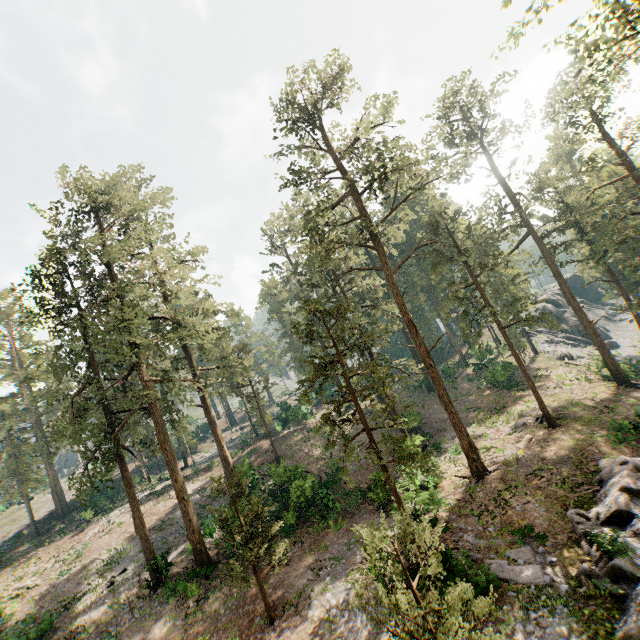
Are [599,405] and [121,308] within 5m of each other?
no

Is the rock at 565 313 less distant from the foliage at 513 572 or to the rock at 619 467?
the foliage at 513 572

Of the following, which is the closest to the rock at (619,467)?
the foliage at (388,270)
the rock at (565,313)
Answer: the foliage at (388,270)

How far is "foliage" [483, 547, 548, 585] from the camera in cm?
1248

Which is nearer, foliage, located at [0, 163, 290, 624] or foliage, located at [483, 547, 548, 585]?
foliage, located at [483, 547, 548, 585]

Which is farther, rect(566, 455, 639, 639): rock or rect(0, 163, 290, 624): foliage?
rect(0, 163, 290, 624): foliage

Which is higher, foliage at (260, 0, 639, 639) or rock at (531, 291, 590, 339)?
foliage at (260, 0, 639, 639)

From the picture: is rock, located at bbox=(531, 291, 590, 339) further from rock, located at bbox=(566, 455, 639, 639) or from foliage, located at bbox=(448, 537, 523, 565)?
rock, located at bbox=(566, 455, 639, 639)
